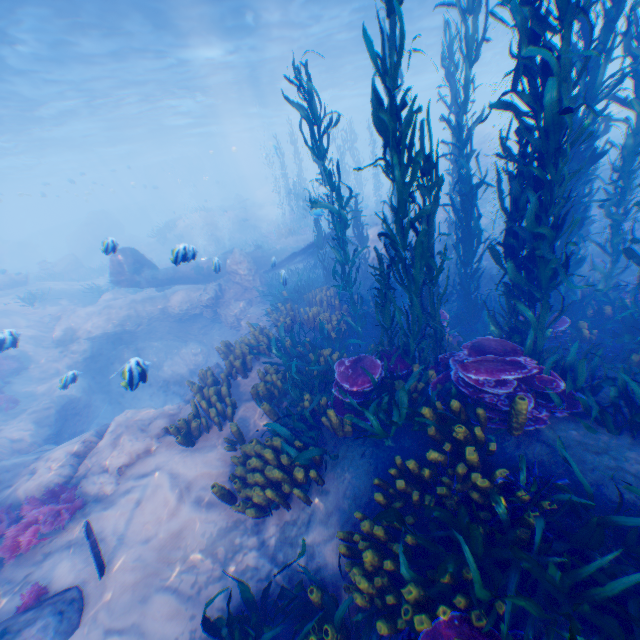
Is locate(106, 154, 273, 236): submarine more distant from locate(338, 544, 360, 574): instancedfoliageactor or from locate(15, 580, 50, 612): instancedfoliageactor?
locate(338, 544, 360, 574): instancedfoliageactor

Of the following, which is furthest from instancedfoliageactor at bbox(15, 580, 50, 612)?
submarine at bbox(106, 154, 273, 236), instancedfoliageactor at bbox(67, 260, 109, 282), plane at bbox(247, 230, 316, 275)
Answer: submarine at bbox(106, 154, 273, 236)

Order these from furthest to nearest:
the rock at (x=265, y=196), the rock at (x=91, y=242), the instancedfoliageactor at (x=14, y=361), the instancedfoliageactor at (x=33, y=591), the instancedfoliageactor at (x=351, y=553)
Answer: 1. the rock at (x=265, y=196)
2. the rock at (x=91, y=242)
3. the instancedfoliageactor at (x=14, y=361)
4. the instancedfoliageactor at (x=33, y=591)
5. the instancedfoliageactor at (x=351, y=553)

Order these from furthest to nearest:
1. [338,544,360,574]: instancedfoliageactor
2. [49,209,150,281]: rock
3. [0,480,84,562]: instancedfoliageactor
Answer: [49,209,150,281]: rock < [0,480,84,562]: instancedfoliageactor < [338,544,360,574]: instancedfoliageactor

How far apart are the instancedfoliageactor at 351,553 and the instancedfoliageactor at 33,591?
4.7 meters

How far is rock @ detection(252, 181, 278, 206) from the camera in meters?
48.1 m

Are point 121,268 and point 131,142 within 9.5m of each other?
no

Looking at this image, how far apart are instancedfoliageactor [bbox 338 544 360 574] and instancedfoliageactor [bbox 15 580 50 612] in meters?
4.7 m
